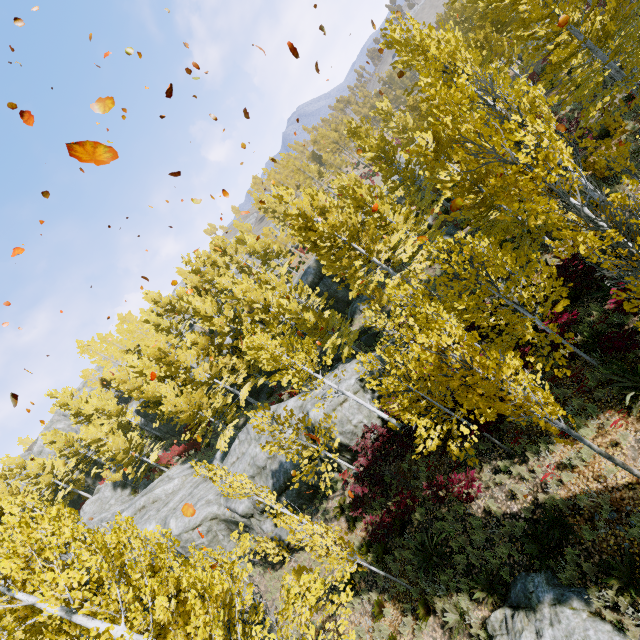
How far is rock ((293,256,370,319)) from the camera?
28.4m

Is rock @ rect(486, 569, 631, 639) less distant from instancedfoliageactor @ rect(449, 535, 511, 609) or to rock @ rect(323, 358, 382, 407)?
instancedfoliageactor @ rect(449, 535, 511, 609)

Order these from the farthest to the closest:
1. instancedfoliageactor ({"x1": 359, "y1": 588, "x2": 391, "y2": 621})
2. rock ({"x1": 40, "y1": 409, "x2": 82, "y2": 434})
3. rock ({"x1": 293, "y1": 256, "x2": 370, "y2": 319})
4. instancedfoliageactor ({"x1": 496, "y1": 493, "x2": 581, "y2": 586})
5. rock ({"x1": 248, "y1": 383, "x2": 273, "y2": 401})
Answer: rock ({"x1": 40, "y1": 409, "x2": 82, "y2": 434}) < rock ({"x1": 248, "y1": 383, "x2": 273, "y2": 401}) < rock ({"x1": 293, "y1": 256, "x2": 370, "y2": 319}) < instancedfoliageactor ({"x1": 359, "y1": 588, "x2": 391, "y2": 621}) < instancedfoliageactor ({"x1": 496, "y1": 493, "x2": 581, "y2": 586})

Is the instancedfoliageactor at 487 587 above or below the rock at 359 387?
below

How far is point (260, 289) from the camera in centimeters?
2419cm

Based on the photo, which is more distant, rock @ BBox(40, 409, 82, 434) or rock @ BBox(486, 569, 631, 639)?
rock @ BBox(40, 409, 82, 434)

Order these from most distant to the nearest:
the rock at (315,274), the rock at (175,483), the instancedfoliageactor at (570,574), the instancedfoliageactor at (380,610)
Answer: the rock at (315,274), the rock at (175,483), the instancedfoliageactor at (380,610), the instancedfoliageactor at (570,574)
